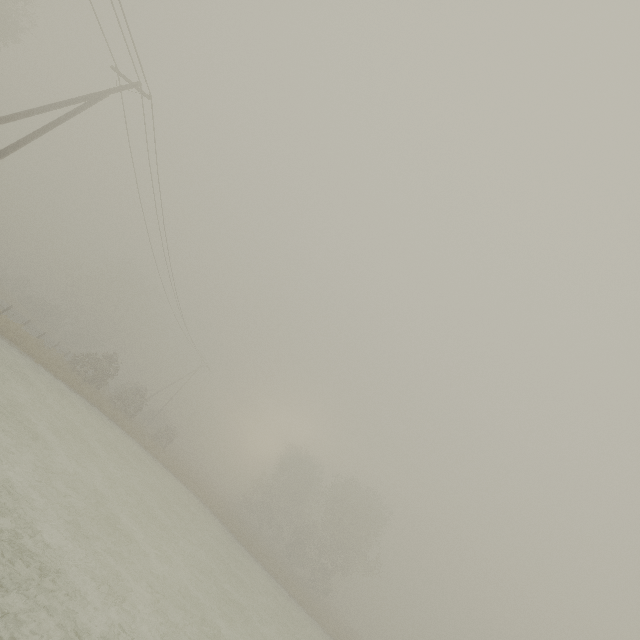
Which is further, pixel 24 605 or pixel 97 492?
pixel 97 492
